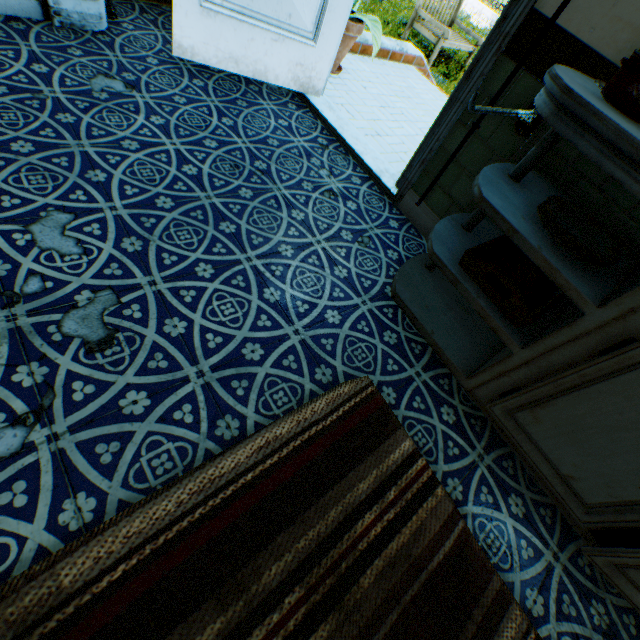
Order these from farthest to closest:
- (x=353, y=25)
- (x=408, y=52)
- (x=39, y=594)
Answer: (x=408, y=52) < (x=353, y=25) < (x=39, y=594)

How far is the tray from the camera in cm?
127

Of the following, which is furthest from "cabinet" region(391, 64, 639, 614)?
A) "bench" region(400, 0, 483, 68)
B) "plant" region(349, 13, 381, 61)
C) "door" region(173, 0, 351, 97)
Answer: "bench" region(400, 0, 483, 68)

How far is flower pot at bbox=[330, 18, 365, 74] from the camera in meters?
2.8 m

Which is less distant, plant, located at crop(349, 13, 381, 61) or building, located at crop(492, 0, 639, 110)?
building, located at crop(492, 0, 639, 110)

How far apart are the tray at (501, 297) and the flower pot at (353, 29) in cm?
252

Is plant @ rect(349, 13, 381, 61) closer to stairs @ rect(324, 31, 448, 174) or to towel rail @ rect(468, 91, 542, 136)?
stairs @ rect(324, 31, 448, 174)

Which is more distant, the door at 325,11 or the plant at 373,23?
the plant at 373,23
